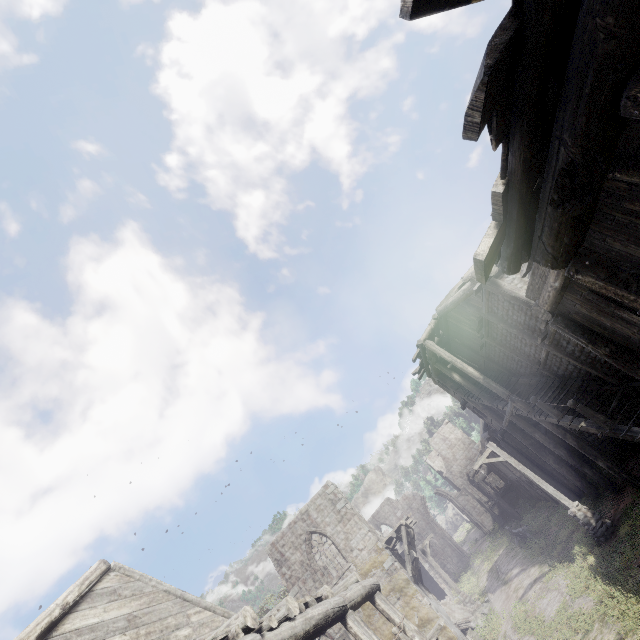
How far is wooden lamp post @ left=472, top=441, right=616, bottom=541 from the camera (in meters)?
12.08

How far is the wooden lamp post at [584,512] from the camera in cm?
1208

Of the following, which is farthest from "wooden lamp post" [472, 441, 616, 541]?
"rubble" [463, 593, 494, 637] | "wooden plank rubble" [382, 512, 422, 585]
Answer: "rubble" [463, 593, 494, 637]

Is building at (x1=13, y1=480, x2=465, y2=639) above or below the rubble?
above

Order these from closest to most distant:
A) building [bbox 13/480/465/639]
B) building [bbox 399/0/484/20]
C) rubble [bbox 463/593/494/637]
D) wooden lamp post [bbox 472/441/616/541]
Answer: building [bbox 399/0/484/20] < building [bbox 13/480/465/639] < wooden lamp post [bbox 472/441/616/541] < rubble [bbox 463/593/494/637]

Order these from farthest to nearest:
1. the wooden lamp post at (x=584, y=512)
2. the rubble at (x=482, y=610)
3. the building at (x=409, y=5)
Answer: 1. the rubble at (x=482, y=610)
2. the wooden lamp post at (x=584, y=512)
3. the building at (x=409, y=5)

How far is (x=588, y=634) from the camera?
8.5m

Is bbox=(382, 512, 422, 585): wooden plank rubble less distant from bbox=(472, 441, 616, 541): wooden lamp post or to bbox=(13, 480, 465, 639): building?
bbox=(13, 480, 465, 639): building
